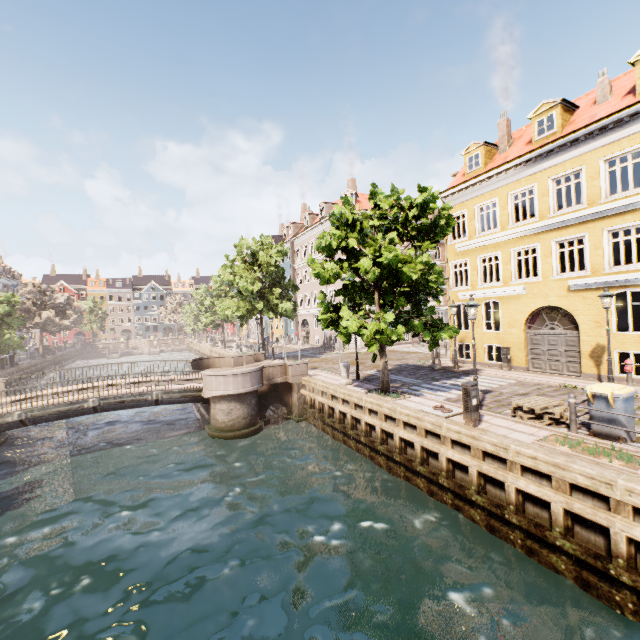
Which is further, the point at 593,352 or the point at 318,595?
the point at 593,352

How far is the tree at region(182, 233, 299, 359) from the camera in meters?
24.8 m

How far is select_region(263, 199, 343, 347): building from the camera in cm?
3541

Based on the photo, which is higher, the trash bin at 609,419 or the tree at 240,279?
the tree at 240,279

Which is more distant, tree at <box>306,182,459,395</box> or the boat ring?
tree at <box>306,182,459,395</box>

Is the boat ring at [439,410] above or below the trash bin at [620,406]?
below

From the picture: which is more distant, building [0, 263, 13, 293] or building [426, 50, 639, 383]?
building [0, 263, 13, 293]
